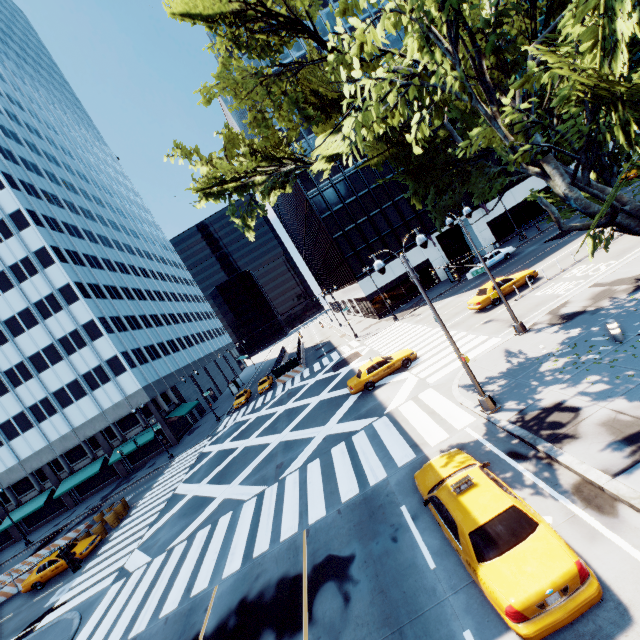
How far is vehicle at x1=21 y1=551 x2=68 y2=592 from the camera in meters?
22.0 m

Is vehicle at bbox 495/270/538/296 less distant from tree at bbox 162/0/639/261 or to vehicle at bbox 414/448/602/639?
tree at bbox 162/0/639/261

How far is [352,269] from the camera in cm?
4394

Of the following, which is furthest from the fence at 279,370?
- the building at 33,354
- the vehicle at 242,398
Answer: the building at 33,354

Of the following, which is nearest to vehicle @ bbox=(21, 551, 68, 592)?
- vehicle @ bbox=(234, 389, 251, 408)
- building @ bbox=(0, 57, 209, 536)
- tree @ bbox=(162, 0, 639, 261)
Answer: building @ bbox=(0, 57, 209, 536)

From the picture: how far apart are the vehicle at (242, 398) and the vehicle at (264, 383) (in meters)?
1.53

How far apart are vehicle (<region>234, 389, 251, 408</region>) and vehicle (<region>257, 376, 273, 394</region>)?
1.53m

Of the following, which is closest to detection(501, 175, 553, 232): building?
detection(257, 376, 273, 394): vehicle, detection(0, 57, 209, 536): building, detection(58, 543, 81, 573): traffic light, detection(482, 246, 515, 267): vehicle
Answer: detection(482, 246, 515, 267): vehicle
